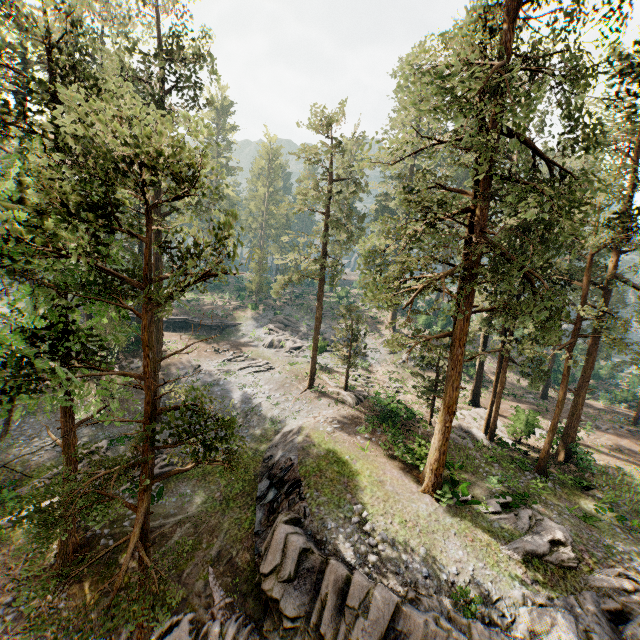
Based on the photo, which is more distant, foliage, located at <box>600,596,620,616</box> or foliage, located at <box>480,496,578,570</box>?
foliage, located at <box>480,496,578,570</box>

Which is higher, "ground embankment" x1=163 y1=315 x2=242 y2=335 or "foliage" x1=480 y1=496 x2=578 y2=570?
"ground embankment" x1=163 y1=315 x2=242 y2=335

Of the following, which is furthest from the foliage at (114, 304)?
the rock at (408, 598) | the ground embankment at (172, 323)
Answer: the ground embankment at (172, 323)

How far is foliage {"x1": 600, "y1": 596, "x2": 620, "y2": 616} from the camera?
13.0 meters

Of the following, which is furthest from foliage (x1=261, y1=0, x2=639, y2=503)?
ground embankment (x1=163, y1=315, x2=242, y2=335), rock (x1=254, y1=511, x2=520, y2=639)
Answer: ground embankment (x1=163, y1=315, x2=242, y2=335)

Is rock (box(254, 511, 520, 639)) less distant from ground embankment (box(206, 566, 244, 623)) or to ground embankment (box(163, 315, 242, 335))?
ground embankment (box(206, 566, 244, 623))

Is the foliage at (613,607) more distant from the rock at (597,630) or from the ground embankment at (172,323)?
the ground embankment at (172,323)

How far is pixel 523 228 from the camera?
14.59m
